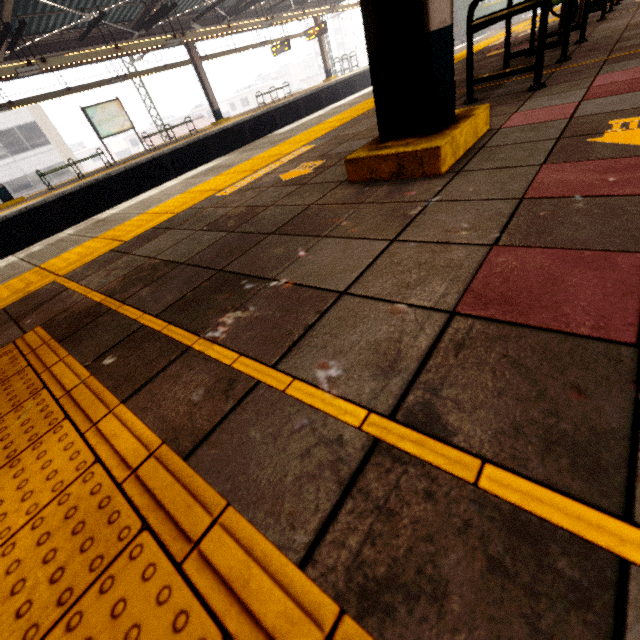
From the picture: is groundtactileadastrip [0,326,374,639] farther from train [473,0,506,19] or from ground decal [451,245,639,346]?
train [473,0,506,19]

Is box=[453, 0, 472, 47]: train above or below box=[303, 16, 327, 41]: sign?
below

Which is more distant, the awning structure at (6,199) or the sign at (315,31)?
the sign at (315,31)

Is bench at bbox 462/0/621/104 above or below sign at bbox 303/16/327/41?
below

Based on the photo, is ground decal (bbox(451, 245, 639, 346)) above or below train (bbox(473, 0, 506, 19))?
below

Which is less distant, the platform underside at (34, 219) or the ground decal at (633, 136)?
the ground decal at (633, 136)

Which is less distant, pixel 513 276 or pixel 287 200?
pixel 513 276

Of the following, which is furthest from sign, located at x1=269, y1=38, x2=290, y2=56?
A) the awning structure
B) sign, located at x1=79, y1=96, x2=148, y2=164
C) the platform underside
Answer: sign, located at x1=79, y1=96, x2=148, y2=164
